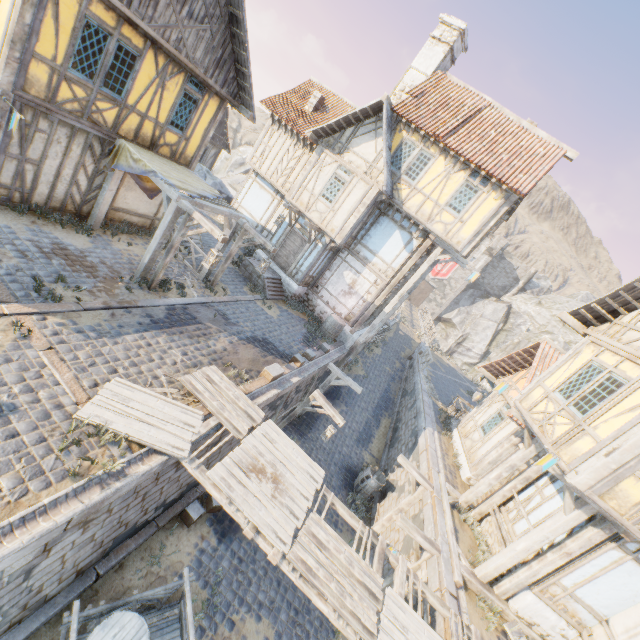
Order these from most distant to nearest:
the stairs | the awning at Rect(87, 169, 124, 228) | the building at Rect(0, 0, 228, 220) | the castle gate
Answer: the castle gate < the stairs < the awning at Rect(87, 169, 124, 228) < the building at Rect(0, 0, 228, 220)

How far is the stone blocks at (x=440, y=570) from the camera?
7.92m

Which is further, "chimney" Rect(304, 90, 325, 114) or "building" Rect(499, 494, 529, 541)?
"chimney" Rect(304, 90, 325, 114)

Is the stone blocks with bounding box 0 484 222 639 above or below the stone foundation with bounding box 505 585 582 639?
below

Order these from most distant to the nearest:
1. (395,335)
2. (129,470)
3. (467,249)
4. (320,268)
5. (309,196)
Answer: (395,335), (320,268), (309,196), (467,249), (129,470)

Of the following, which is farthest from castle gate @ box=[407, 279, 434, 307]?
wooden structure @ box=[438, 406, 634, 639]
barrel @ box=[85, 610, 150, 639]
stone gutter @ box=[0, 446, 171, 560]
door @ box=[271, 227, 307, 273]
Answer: barrel @ box=[85, 610, 150, 639]

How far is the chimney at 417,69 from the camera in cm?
1472

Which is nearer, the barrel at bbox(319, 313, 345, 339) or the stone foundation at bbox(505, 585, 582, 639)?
the stone foundation at bbox(505, 585, 582, 639)
